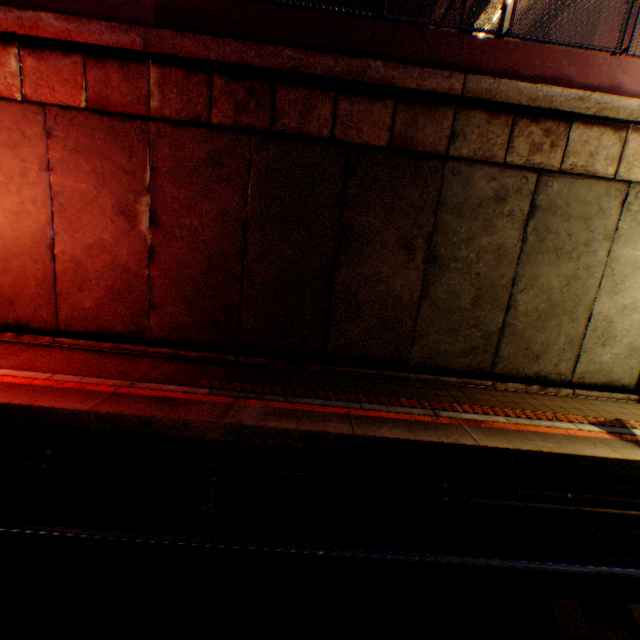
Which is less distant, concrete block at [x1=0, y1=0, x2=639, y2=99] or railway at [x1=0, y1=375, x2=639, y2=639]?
railway at [x1=0, y1=375, x2=639, y2=639]

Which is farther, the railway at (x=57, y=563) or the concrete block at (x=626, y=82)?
the concrete block at (x=626, y=82)

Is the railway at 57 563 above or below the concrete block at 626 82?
below

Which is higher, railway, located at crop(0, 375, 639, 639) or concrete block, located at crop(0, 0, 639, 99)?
concrete block, located at crop(0, 0, 639, 99)

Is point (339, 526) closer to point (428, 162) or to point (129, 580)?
point (129, 580)
